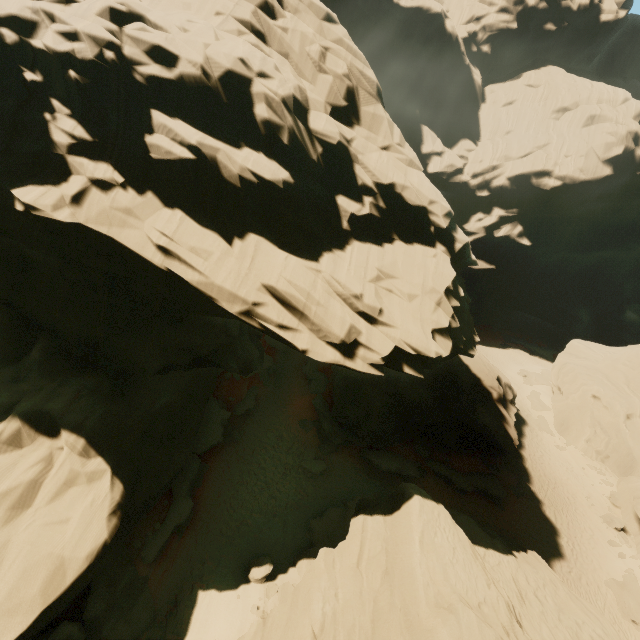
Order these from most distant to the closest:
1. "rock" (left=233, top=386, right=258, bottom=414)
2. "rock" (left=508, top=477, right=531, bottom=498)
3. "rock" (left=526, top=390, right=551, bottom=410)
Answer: "rock" (left=526, top=390, right=551, bottom=410)
"rock" (left=508, top=477, right=531, bottom=498)
"rock" (left=233, top=386, right=258, bottom=414)

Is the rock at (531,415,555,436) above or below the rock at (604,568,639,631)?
above

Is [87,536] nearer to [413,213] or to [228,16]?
[413,213]

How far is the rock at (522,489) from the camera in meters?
26.7

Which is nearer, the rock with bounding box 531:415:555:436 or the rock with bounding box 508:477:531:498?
the rock with bounding box 508:477:531:498

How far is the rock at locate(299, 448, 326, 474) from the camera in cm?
2321
